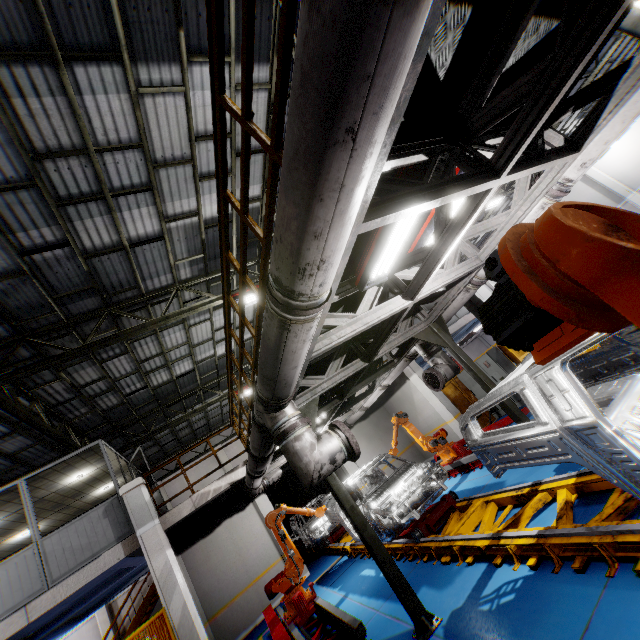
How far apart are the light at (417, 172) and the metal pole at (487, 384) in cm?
275

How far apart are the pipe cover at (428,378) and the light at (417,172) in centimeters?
380cm

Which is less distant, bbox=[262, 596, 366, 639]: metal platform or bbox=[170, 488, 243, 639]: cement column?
bbox=[262, 596, 366, 639]: metal platform

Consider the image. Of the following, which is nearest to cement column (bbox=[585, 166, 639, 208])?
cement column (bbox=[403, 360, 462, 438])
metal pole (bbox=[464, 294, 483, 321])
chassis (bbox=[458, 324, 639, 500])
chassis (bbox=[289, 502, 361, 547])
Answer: metal pole (bbox=[464, 294, 483, 321])

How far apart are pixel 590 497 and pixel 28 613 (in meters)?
11.95

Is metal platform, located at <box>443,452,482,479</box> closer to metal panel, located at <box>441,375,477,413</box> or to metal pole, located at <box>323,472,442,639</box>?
metal panel, located at <box>441,375,477,413</box>

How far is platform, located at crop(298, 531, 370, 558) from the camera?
9.30m

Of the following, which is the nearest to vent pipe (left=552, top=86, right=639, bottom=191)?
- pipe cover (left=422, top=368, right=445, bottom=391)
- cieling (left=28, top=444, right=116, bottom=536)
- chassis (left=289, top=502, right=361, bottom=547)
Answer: pipe cover (left=422, top=368, right=445, bottom=391)
